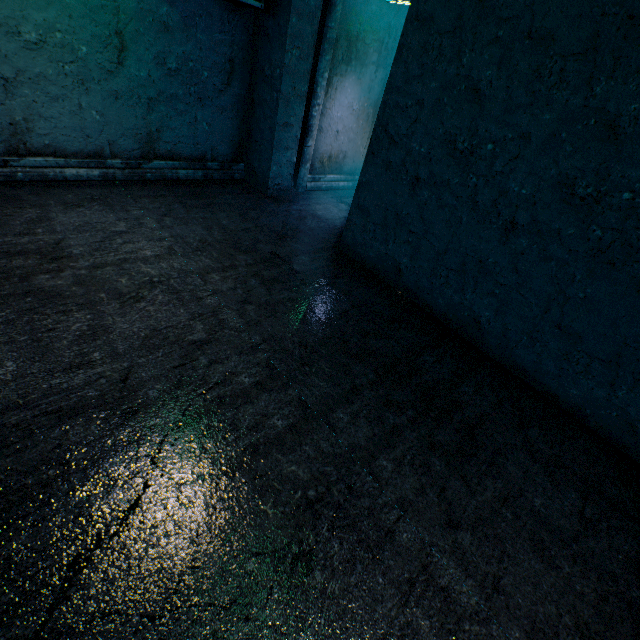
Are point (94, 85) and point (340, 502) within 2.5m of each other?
no
